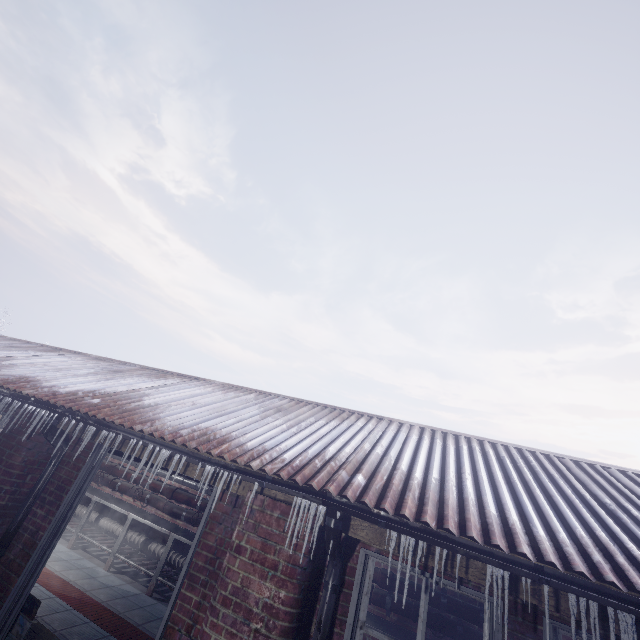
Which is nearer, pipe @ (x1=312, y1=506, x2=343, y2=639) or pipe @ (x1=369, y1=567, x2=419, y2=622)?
pipe @ (x1=312, y1=506, x2=343, y2=639)

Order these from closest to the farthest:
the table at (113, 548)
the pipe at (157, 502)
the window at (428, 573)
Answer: the window at (428, 573)
the table at (113, 548)
the pipe at (157, 502)

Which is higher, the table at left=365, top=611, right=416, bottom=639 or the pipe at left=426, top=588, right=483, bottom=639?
the pipe at left=426, top=588, right=483, bottom=639

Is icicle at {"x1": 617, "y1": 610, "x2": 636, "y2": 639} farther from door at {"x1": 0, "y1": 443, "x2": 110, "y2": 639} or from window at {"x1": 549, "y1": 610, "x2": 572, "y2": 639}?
door at {"x1": 0, "y1": 443, "x2": 110, "y2": 639}

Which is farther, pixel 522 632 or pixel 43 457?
pixel 43 457

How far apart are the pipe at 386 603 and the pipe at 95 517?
0.4m

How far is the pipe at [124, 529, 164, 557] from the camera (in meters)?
5.68

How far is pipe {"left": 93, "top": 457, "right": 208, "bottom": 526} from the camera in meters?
5.9
